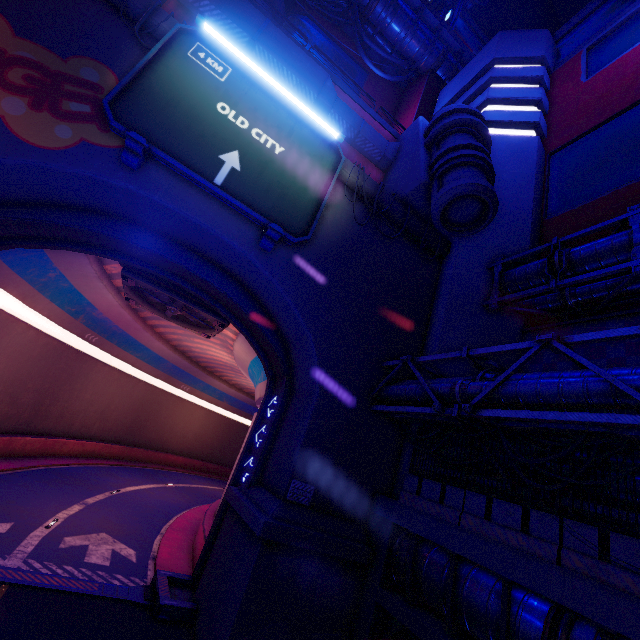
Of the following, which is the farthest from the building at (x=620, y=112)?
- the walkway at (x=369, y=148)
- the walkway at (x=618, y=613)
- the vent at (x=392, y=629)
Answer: the vent at (x=392, y=629)

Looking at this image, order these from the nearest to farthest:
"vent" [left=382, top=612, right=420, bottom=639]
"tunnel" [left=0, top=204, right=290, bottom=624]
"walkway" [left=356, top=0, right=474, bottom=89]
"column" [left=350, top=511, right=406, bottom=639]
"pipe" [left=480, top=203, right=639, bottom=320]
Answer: "vent" [left=382, top=612, right=420, bottom=639], "column" [left=350, top=511, right=406, bottom=639], "pipe" [left=480, top=203, right=639, bottom=320], "tunnel" [left=0, top=204, right=290, bottom=624], "walkway" [left=356, top=0, right=474, bottom=89]

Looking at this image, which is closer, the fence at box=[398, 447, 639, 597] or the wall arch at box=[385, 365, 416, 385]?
the fence at box=[398, 447, 639, 597]

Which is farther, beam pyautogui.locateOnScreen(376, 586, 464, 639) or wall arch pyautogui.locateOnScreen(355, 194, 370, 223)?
wall arch pyautogui.locateOnScreen(355, 194, 370, 223)

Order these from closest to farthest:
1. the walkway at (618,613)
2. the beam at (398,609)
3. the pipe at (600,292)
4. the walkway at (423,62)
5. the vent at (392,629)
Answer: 1. the walkway at (618,613)
2. the beam at (398,609)
3. the vent at (392,629)
4. the pipe at (600,292)
5. the walkway at (423,62)

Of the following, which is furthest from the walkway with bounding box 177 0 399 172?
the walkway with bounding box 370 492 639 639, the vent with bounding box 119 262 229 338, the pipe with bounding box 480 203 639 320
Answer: the walkway with bounding box 370 492 639 639

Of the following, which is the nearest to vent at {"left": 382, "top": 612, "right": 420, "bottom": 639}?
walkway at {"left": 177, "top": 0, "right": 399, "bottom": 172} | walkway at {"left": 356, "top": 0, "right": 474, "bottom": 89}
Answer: walkway at {"left": 177, "top": 0, "right": 399, "bottom": 172}

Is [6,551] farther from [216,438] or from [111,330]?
[216,438]
